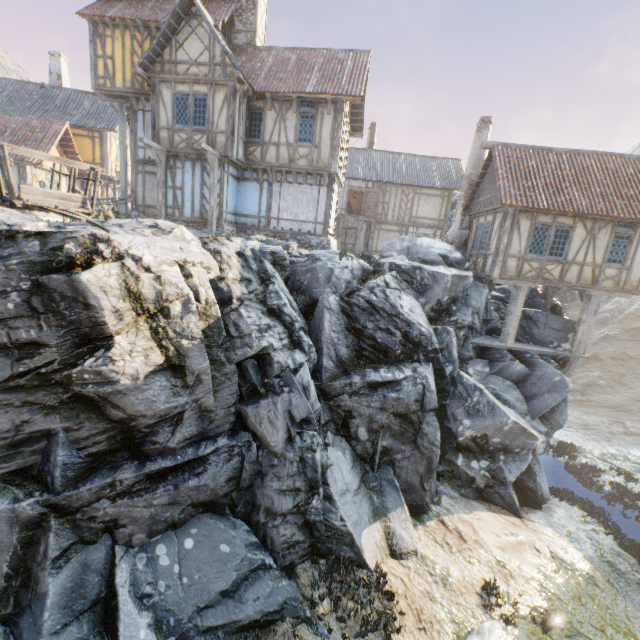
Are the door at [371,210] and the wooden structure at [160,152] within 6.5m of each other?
no

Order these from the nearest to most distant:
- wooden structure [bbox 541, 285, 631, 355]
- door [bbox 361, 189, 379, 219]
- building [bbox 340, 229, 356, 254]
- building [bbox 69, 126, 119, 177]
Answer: wooden structure [bbox 541, 285, 631, 355] → building [bbox 69, 126, 119, 177] → door [bbox 361, 189, 379, 219] → building [bbox 340, 229, 356, 254]

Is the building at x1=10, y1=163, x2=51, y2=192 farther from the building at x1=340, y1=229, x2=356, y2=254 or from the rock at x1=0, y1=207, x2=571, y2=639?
the building at x1=340, y1=229, x2=356, y2=254

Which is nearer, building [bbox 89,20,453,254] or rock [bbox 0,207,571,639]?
rock [bbox 0,207,571,639]

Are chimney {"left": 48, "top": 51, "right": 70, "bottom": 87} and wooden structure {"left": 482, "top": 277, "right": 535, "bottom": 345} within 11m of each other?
no

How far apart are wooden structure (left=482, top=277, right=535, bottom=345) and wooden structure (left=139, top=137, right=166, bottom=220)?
15.6 meters

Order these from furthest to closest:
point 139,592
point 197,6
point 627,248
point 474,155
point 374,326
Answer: point 474,155, point 627,248, point 197,6, point 374,326, point 139,592

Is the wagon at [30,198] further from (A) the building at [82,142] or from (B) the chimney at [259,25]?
(A) the building at [82,142]
